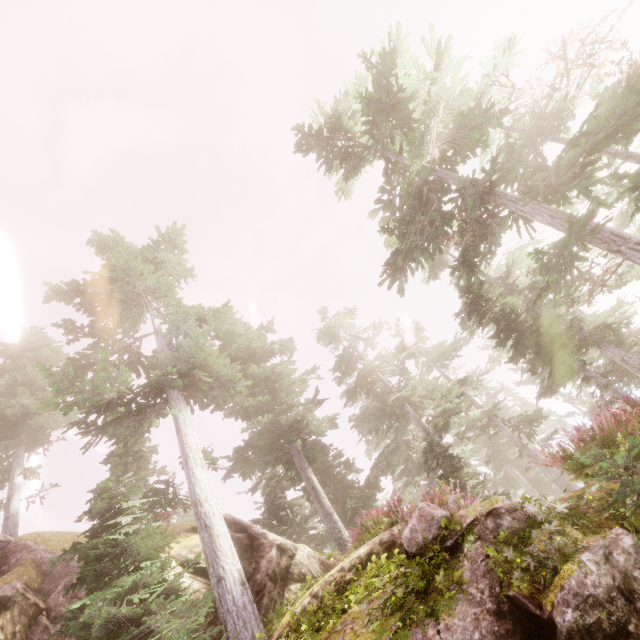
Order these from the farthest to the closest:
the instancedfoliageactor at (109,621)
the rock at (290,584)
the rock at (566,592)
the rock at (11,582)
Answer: the rock at (11,582) < the rock at (290,584) < the instancedfoliageactor at (109,621) < the rock at (566,592)

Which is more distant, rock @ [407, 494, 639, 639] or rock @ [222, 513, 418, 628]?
rock @ [222, 513, 418, 628]

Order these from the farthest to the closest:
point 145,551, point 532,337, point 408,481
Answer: point 408,481 < point 532,337 < point 145,551

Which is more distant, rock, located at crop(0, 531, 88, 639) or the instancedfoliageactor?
rock, located at crop(0, 531, 88, 639)

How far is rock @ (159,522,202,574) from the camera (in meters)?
11.48

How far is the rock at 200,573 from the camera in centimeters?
1046cm
